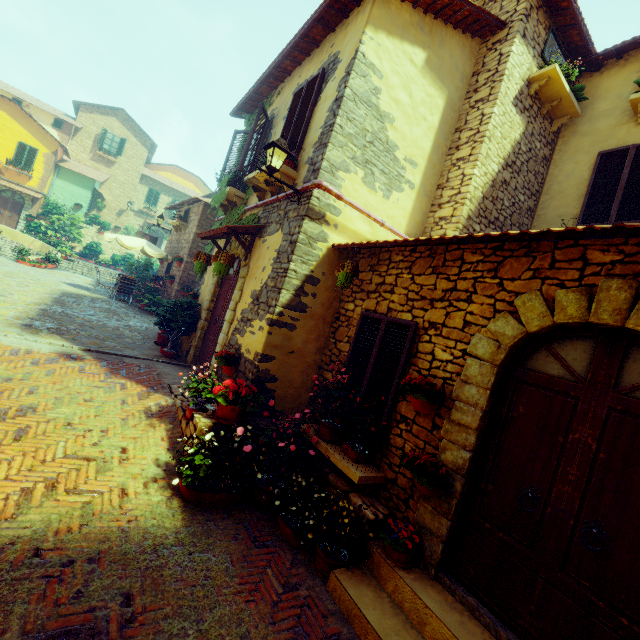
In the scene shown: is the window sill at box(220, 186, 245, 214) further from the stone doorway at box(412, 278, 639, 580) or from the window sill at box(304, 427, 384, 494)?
the stone doorway at box(412, 278, 639, 580)

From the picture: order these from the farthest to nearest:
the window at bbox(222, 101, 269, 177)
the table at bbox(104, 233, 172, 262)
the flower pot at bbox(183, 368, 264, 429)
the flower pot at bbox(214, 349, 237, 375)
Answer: the table at bbox(104, 233, 172, 262)
the window at bbox(222, 101, 269, 177)
the flower pot at bbox(214, 349, 237, 375)
the flower pot at bbox(183, 368, 264, 429)

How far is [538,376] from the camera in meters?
3.1 m

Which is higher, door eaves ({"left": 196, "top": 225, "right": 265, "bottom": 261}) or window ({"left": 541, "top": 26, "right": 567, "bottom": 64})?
window ({"left": 541, "top": 26, "right": 567, "bottom": 64})

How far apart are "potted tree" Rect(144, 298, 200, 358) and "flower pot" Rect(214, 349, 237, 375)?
2.4 meters

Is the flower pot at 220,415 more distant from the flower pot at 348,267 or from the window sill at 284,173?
the window sill at 284,173

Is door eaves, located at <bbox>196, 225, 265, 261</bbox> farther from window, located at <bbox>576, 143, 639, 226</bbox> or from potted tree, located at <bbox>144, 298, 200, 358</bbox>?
window, located at <bbox>576, 143, 639, 226</bbox>

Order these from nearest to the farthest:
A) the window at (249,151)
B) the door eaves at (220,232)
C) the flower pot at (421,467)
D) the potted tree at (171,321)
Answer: the flower pot at (421,467) → the door eaves at (220,232) → the window at (249,151) → the potted tree at (171,321)
